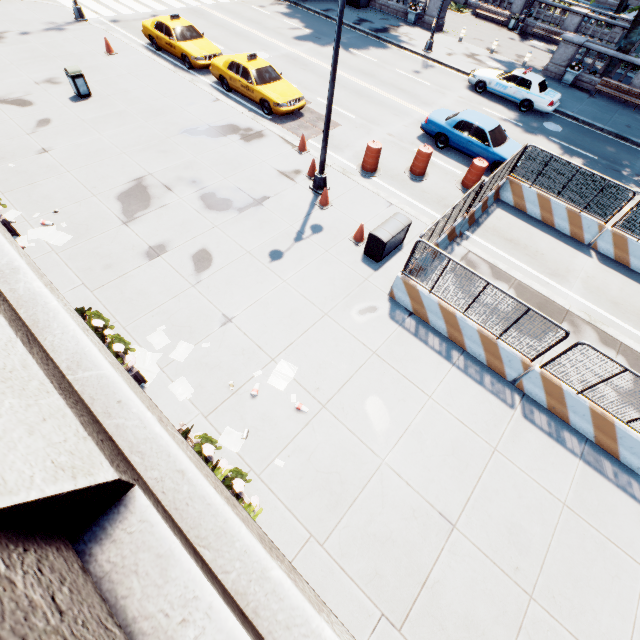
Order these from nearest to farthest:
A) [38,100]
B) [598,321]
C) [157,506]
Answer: [157,506] → [598,321] → [38,100]

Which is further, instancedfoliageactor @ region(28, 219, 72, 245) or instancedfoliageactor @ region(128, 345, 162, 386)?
instancedfoliageactor @ region(28, 219, 72, 245)

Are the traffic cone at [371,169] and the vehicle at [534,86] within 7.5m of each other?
no

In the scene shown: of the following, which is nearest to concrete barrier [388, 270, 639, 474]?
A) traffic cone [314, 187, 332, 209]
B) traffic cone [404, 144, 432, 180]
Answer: traffic cone [404, 144, 432, 180]

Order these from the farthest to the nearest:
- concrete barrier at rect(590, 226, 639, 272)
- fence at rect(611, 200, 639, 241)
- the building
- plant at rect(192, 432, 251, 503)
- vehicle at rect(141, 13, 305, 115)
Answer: vehicle at rect(141, 13, 305, 115) < concrete barrier at rect(590, 226, 639, 272) < fence at rect(611, 200, 639, 241) < plant at rect(192, 432, 251, 503) < the building

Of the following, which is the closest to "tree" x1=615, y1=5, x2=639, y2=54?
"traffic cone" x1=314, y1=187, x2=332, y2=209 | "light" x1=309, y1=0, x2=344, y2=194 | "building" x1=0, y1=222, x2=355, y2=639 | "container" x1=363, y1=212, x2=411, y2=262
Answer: "building" x1=0, y1=222, x2=355, y2=639

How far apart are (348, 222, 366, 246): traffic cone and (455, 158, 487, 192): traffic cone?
5.75m

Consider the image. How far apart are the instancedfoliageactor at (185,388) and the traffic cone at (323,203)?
7.4 meters
